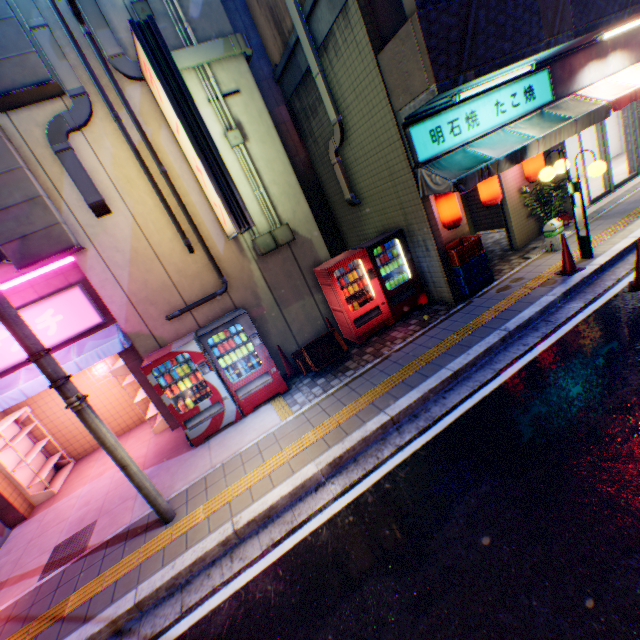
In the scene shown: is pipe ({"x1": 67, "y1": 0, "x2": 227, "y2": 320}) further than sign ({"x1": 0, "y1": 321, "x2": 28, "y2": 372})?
No

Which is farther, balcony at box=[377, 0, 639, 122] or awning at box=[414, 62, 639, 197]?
awning at box=[414, 62, 639, 197]

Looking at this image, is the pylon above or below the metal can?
above

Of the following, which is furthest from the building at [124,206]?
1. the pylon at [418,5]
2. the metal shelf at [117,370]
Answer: the pylon at [418,5]

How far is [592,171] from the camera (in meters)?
6.06

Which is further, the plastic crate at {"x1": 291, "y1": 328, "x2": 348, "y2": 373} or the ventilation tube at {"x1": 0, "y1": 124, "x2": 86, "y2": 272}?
the plastic crate at {"x1": 291, "y1": 328, "x2": 348, "y2": 373}

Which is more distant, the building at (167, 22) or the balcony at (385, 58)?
the building at (167, 22)

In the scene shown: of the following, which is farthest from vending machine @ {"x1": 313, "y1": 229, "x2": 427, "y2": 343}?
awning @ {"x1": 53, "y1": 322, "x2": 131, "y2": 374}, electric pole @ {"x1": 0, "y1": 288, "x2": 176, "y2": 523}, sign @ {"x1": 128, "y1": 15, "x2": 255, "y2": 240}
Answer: electric pole @ {"x1": 0, "y1": 288, "x2": 176, "y2": 523}
